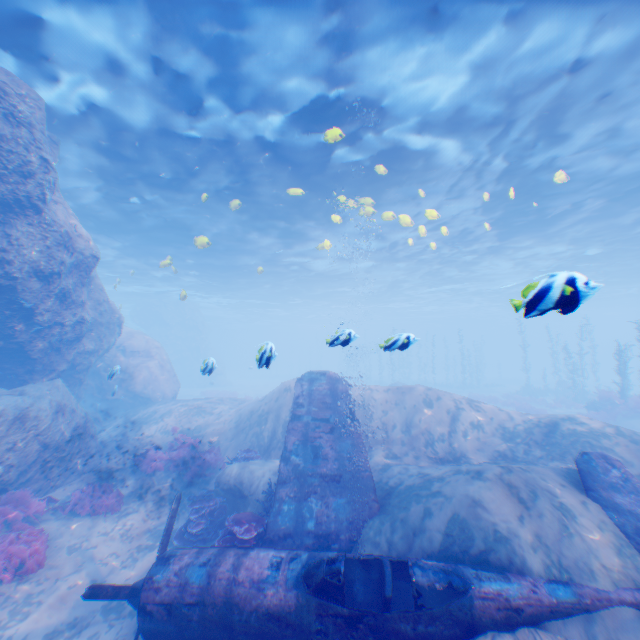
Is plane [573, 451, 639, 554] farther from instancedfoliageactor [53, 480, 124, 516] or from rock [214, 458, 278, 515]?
instancedfoliageactor [53, 480, 124, 516]

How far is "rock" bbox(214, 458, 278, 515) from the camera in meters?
9.1

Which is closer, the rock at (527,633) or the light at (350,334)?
the rock at (527,633)

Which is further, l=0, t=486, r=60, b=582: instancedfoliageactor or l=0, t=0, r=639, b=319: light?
l=0, t=0, r=639, b=319: light

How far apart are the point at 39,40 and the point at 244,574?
13.44m

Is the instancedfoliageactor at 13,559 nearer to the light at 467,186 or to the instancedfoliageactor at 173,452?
the instancedfoliageactor at 173,452

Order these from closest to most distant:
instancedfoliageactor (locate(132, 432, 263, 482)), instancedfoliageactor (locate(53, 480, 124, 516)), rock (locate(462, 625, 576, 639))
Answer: rock (locate(462, 625, 576, 639)), instancedfoliageactor (locate(53, 480, 124, 516)), instancedfoliageactor (locate(132, 432, 263, 482))

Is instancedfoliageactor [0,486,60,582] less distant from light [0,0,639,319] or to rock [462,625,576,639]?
rock [462,625,576,639]
